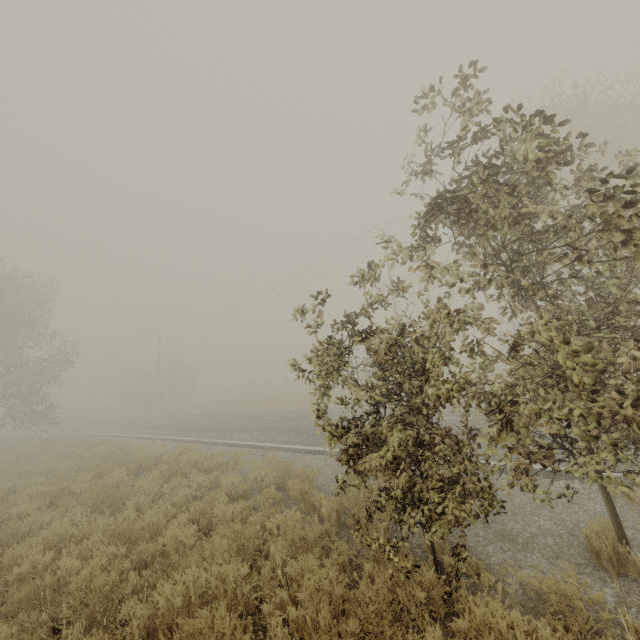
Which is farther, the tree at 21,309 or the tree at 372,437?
the tree at 21,309

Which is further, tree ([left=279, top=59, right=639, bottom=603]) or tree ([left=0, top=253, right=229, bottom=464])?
tree ([left=0, top=253, right=229, bottom=464])

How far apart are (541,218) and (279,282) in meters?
28.1
